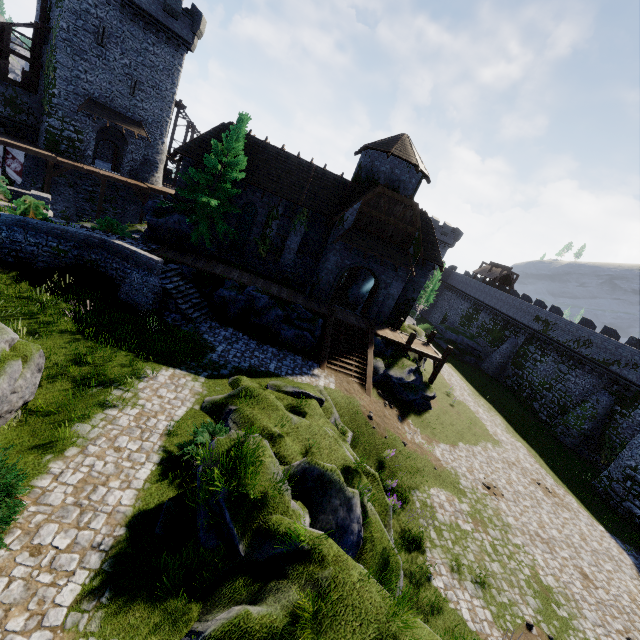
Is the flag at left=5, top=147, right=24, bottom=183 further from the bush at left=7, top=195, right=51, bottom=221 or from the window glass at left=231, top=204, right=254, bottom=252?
the window glass at left=231, top=204, right=254, bottom=252

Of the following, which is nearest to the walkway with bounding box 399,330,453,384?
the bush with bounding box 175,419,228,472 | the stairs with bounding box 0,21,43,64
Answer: the bush with bounding box 175,419,228,472

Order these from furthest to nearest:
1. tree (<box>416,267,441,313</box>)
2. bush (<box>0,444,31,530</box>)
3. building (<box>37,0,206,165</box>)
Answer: tree (<box>416,267,441,313</box>) → building (<box>37,0,206,165</box>) → bush (<box>0,444,31,530</box>)

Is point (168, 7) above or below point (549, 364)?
above

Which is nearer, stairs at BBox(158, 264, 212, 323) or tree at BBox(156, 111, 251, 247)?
stairs at BBox(158, 264, 212, 323)

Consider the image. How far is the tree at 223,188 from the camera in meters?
20.1

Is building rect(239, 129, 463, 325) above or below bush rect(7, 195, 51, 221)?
above

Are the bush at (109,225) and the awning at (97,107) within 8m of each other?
no
